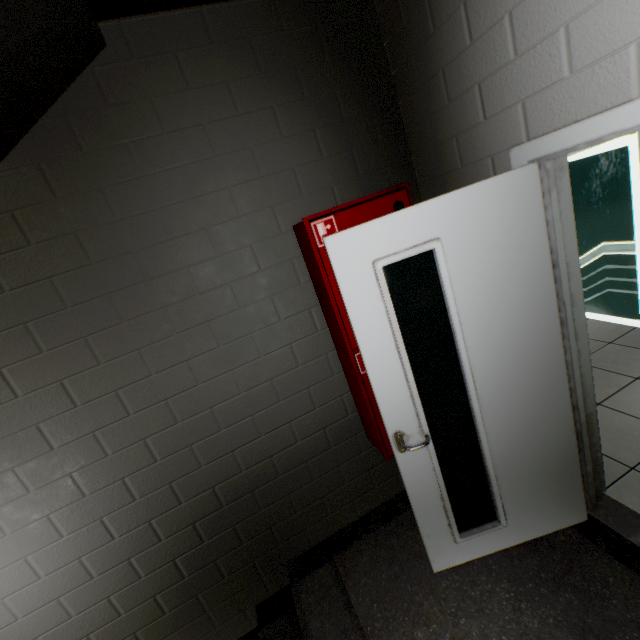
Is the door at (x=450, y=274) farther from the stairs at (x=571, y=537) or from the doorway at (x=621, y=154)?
the doorway at (x=621, y=154)

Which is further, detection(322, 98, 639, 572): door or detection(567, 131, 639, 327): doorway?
detection(567, 131, 639, 327): doorway

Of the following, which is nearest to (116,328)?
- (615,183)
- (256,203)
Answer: (256,203)

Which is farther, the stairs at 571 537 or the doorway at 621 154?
the doorway at 621 154

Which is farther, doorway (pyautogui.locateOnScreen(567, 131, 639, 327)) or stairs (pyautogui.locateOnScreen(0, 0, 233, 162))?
doorway (pyautogui.locateOnScreen(567, 131, 639, 327))

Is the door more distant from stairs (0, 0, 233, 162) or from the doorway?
the doorway

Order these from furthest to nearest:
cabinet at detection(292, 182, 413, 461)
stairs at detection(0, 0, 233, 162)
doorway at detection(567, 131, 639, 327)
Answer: doorway at detection(567, 131, 639, 327) → cabinet at detection(292, 182, 413, 461) → stairs at detection(0, 0, 233, 162)

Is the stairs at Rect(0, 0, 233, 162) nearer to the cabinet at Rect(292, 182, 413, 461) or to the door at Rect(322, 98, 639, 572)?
the door at Rect(322, 98, 639, 572)
